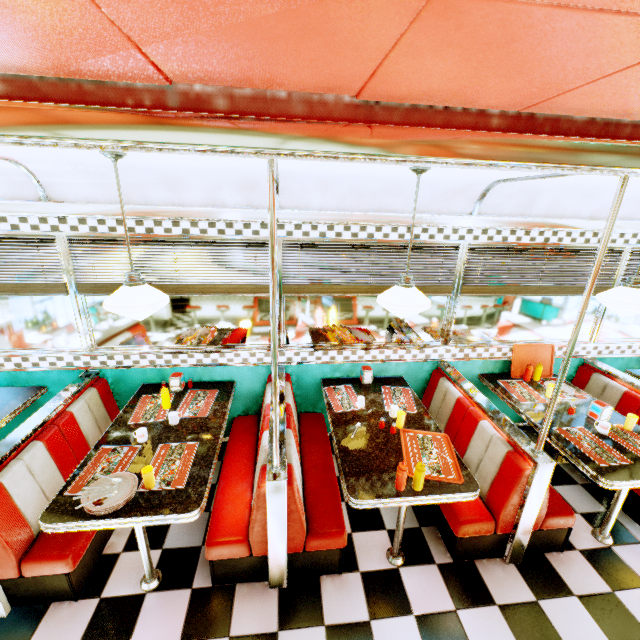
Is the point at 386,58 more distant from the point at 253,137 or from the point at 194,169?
the point at 194,169

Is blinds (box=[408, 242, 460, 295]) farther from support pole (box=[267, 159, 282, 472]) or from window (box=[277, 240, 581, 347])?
support pole (box=[267, 159, 282, 472])

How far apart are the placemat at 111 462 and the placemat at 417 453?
2.22m

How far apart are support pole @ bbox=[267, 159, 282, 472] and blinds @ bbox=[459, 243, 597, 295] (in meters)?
2.55

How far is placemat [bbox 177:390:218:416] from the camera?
3.09m

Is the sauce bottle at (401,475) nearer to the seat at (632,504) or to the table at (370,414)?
the table at (370,414)

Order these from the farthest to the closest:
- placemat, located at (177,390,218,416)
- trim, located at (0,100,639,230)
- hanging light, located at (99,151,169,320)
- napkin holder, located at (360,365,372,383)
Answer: napkin holder, located at (360,365,372,383) < placemat, located at (177,390,218,416) < hanging light, located at (99,151,169,320) < trim, located at (0,100,639,230)

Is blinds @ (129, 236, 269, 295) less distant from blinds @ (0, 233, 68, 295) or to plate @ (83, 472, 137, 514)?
blinds @ (0, 233, 68, 295)
